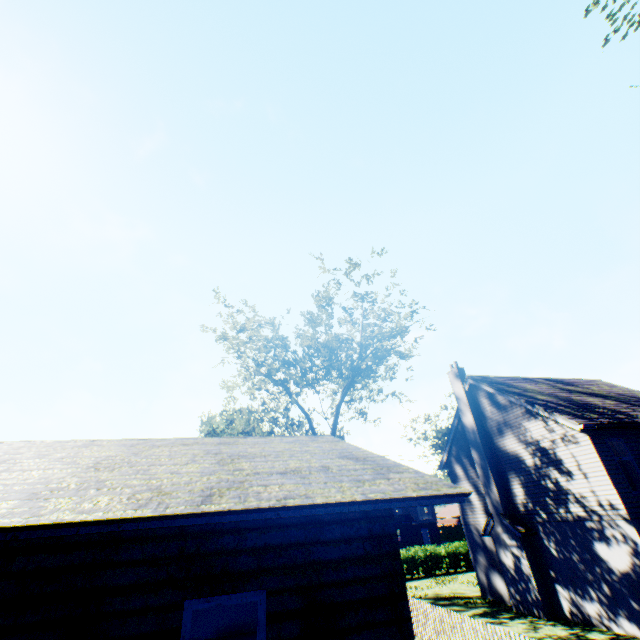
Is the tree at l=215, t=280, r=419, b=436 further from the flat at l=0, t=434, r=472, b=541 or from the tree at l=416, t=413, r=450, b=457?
the flat at l=0, t=434, r=472, b=541

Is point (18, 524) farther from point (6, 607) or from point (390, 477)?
point (390, 477)

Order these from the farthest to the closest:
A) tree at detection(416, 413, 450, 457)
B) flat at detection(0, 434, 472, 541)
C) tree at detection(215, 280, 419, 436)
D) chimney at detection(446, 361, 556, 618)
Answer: tree at detection(416, 413, 450, 457) → tree at detection(215, 280, 419, 436) → chimney at detection(446, 361, 556, 618) → flat at detection(0, 434, 472, 541)

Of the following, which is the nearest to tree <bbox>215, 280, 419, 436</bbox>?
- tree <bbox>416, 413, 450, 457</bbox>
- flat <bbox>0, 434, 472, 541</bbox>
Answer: A: tree <bbox>416, 413, 450, 457</bbox>

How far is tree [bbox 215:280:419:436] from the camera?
23.0 meters

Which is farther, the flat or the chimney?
the chimney

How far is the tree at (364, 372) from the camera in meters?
23.0

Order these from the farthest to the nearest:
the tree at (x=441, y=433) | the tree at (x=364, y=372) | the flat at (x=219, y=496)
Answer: the tree at (x=441, y=433) → the tree at (x=364, y=372) → the flat at (x=219, y=496)
